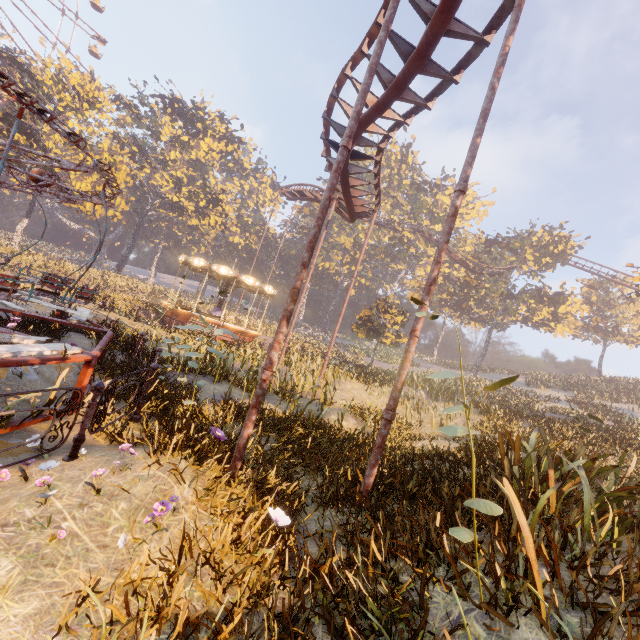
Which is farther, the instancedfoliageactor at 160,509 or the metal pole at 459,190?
the metal pole at 459,190

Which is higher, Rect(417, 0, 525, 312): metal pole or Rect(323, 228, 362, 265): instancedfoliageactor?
Rect(323, 228, 362, 265): instancedfoliageactor

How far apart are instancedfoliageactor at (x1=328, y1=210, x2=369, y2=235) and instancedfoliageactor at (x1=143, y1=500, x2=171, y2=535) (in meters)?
54.72

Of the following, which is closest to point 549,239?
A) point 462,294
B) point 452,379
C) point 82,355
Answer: point 462,294

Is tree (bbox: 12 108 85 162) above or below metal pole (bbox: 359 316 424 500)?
above

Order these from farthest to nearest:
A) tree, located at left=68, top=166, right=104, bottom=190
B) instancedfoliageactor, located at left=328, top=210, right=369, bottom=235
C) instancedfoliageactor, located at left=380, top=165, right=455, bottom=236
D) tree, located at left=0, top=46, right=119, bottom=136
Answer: instancedfoliageactor, located at left=328, top=210, right=369, bottom=235
instancedfoliageactor, located at left=380, top=165, right=455, bottom=236
tree, located at left=68, top=166, right=104, bottom=190
tree, located at left=0, top=46, right=119, bottom=136

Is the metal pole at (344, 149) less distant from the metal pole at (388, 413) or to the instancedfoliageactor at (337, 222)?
the metal pole at (388, 413)
